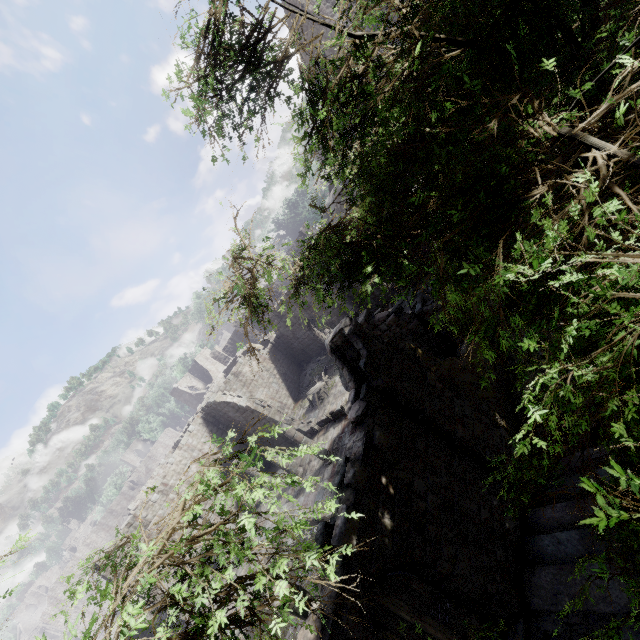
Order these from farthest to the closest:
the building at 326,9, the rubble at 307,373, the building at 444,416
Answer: the rubble at 307,373, the building at 326,9, the building at 444,416

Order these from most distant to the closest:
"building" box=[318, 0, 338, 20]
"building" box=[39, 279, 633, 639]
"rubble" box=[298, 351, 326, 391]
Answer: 1. "rubble" box=[298, 351, 326, 391]
2. "building" box=[318, 0, 338, 20]
3. "building" box=[39, 279, 633, 639]

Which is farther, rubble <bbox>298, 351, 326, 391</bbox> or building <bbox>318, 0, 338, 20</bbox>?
rubble <bbox>298, 351, 326, 391</bbox>

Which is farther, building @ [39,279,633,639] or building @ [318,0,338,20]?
building @ [318,0,338,20]

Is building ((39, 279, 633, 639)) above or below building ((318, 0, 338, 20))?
below

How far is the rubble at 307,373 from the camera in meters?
28.6

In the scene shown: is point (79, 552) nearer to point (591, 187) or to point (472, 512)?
point (472, 512)
